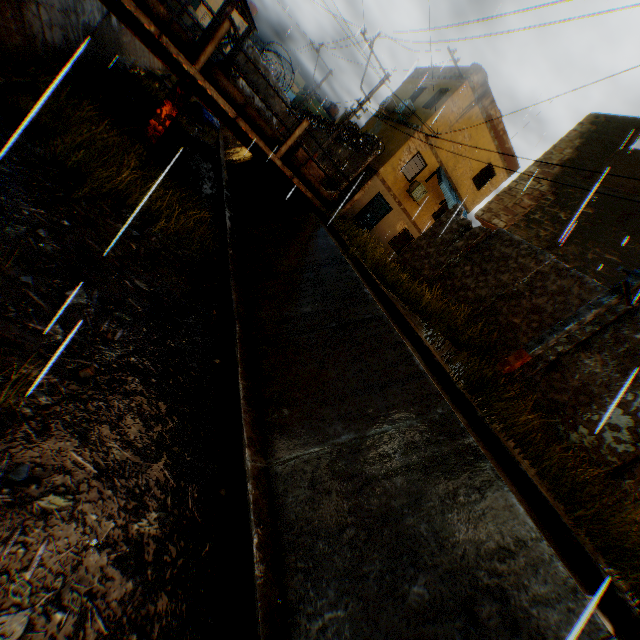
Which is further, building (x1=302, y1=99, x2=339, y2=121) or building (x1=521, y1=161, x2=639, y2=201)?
building (x1=302, y1=99, x2=339, y2=121)

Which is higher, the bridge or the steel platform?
the steel platform

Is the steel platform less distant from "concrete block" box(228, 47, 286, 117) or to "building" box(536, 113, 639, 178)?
"concrete block" box(228, 47, 286, 117)

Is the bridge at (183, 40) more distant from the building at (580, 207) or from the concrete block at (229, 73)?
the building at (580, 207)

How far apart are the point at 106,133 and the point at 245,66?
3.81m

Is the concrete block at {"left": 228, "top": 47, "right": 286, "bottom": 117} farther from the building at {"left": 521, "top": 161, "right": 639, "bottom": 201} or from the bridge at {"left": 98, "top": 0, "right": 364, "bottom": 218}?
the building at {"left": 521, "top": 161, "right": 639, "bottom": 201}

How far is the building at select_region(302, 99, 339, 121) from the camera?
44.22m

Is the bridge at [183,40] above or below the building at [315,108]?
below
